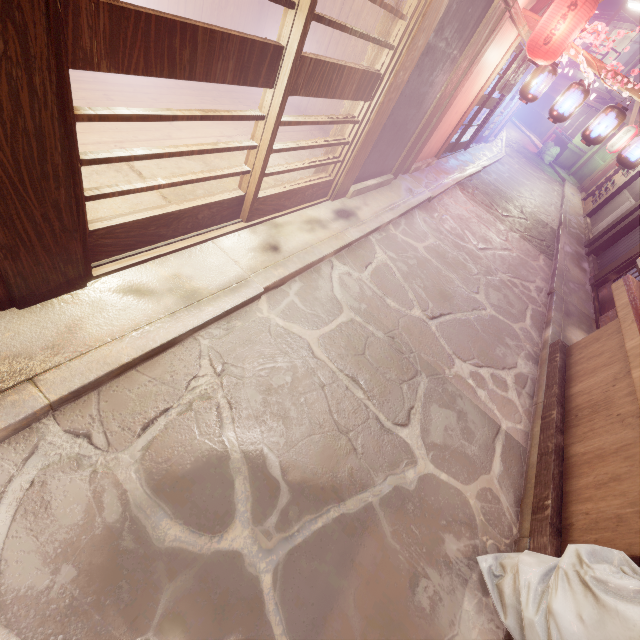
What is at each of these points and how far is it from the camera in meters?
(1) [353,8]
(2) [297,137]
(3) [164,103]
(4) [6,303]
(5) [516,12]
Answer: (1) building, 10.2
(2) building, 10.9
(3) building, 8.5
(4) door frame, 3.8
(5) wood bar, 9.6

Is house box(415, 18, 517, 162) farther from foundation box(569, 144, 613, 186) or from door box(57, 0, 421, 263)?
foundation box(569, 144, 613, 186)

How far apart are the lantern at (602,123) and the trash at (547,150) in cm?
3152

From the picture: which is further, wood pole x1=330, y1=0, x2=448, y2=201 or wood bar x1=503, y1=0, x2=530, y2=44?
wood bar x1=503, y1=0, x2=530, y2=44

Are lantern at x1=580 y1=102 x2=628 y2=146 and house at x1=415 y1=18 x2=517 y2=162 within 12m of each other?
yes

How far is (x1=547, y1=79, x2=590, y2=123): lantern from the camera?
11.7m

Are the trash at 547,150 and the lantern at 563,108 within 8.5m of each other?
no

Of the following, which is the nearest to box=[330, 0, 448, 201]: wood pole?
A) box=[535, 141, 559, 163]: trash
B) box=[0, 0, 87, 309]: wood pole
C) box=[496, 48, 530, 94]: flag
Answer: box=[0, 0, 87, 309]: wood pole
